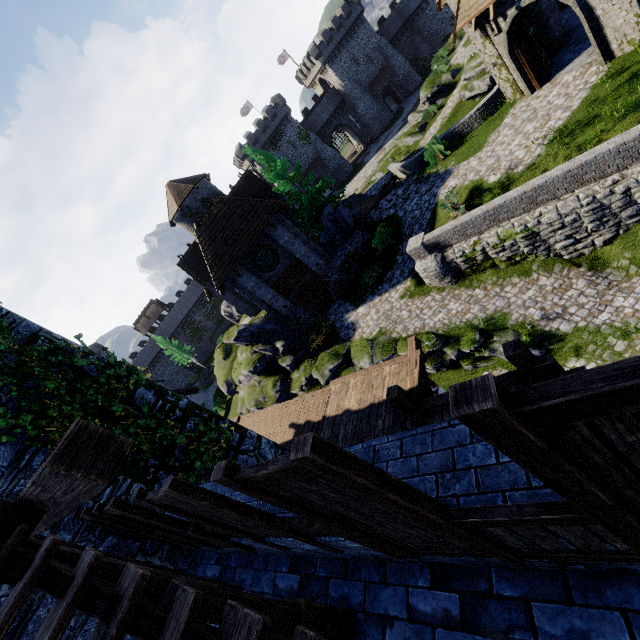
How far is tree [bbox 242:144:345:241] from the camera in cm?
2302

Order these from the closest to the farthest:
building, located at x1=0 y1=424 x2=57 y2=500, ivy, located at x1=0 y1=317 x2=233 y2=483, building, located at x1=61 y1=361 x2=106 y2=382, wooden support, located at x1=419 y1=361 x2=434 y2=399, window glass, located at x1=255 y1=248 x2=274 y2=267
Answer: building, located at x1=0 y1=424 x2=57 y2=500
ivy, located at x1=0 y1=317 x2=233 y2=483
building, located at x1=61 y1=361 x2=106 y2=382
wooden support, located at x1=419 y1=361 x2=434 y2=399
window glass, located at x1=255 y1=248 x2=274 y2=267

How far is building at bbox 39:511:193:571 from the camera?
6.2 meters

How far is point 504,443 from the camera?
1.2 meters

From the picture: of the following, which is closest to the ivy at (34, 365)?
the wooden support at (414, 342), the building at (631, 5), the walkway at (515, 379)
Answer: the walkway at (515, 379)

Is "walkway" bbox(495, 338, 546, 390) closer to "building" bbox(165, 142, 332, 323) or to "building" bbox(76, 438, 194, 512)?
"building" bbox(76, 438, 194, 512)

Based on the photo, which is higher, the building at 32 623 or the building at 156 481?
the building at 32 623

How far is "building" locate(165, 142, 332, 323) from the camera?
21.02m
